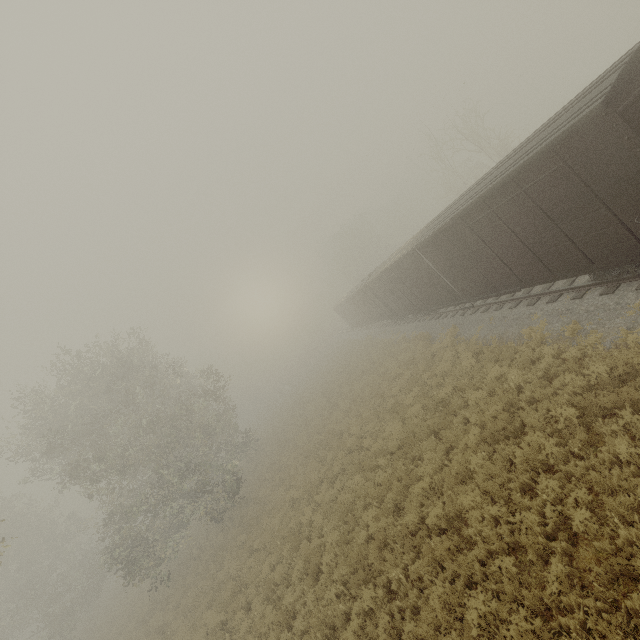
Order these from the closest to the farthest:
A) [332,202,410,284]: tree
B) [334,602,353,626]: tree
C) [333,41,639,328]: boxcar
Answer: [333,41,639,328]: boxcar < [334,602,353,626]: tree < [332,202,410,284]: tree

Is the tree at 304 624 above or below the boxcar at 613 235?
below

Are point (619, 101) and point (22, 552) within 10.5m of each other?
no

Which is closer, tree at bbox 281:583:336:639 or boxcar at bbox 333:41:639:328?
boxcar at bbox 333:41:639:328

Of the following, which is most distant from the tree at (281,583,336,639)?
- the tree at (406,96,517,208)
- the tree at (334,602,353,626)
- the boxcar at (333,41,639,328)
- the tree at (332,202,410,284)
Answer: the tree at (332,202,410,284)

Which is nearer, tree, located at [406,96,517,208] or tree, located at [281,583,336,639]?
tree, located at [281,583,336,639]

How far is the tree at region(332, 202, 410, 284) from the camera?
50.5m

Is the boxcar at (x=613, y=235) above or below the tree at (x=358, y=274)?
below
